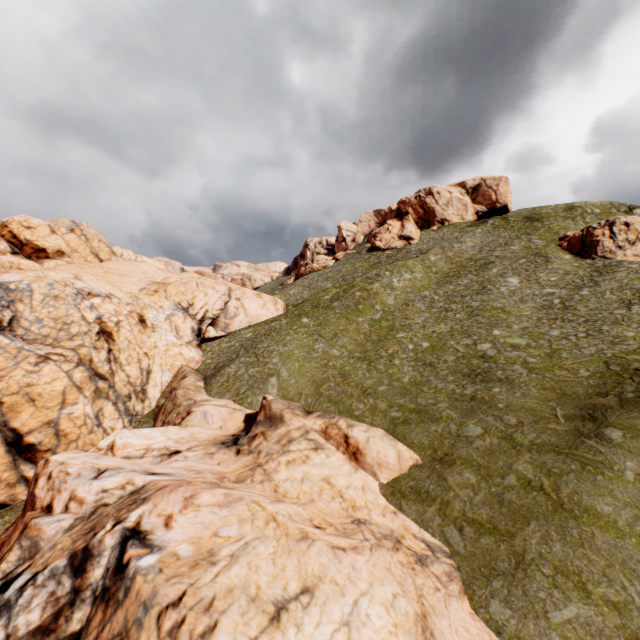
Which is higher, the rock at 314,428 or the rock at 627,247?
the rock at 627,247

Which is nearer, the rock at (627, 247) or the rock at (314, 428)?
the rock at (314, 428)

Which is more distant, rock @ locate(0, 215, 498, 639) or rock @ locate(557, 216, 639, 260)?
rock @ locate(557, 216, 639, 260)

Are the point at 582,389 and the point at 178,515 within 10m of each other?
no

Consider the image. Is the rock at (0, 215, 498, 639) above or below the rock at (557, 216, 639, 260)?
below
